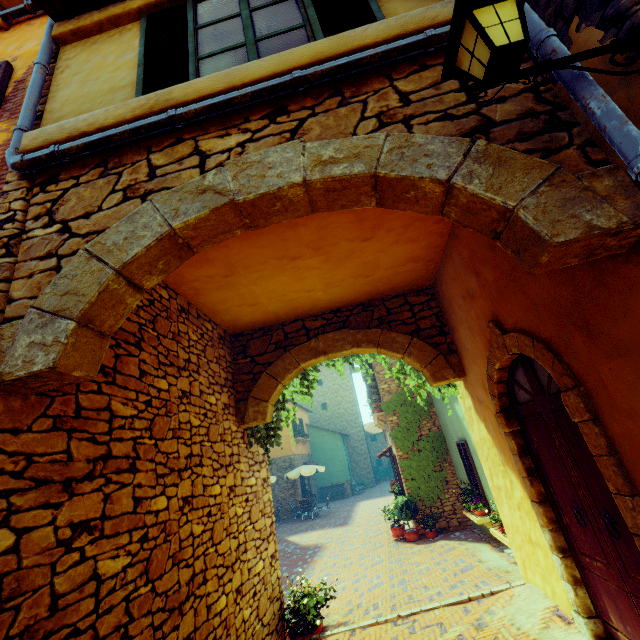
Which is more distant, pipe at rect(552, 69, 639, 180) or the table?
the table

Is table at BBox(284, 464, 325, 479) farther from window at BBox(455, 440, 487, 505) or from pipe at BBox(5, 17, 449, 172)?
pipe at BBox(5, 17, 449, 172)

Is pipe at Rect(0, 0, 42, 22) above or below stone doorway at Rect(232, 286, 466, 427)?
above

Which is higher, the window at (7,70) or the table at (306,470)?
the window at (7,70)

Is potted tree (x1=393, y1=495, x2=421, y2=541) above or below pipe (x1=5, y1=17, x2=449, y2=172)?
below

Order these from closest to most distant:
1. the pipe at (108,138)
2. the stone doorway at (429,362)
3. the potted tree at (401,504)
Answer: the pipe at (108,138) < the stone doorway at (429,362) < the potted tree at (401,504)

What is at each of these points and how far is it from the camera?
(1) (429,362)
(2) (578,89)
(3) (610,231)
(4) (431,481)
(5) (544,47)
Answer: (1) stone doorway, 5.50m
(2) pipe, 1.65m
(3) stone doorway, 1.68m
(4) vines, 11.23m
(5) pipe, 1.80m

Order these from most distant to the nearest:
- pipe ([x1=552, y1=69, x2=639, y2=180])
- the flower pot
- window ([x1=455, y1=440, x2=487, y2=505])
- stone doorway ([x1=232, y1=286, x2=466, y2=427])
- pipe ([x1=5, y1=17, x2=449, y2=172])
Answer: the flower pot < window ([x1=455, y1=440, x2=487, y2=505]) < stone doorway ([x1=232, y1=286, x2=466, y2=427]) < pipe ([x1=5, y1=17, x2=449, y2=172]) < pipe ([x1=552, y1=69, x2=639, y2=180])
